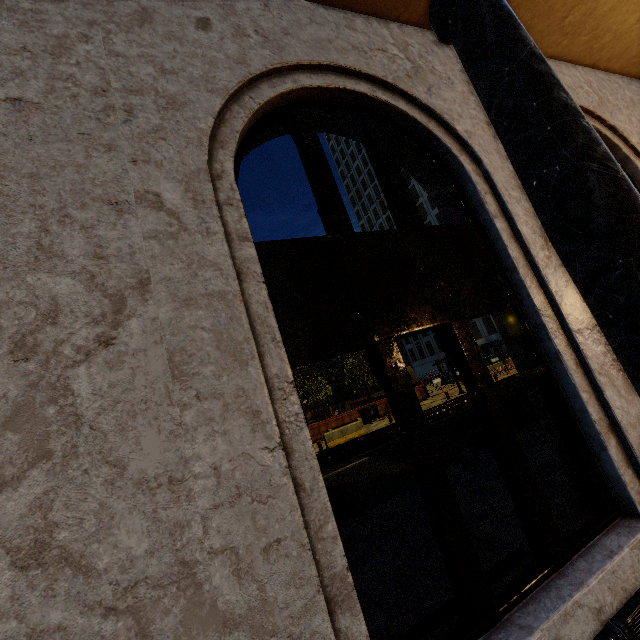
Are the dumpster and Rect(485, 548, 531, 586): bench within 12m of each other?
no

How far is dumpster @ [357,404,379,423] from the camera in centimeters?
2356cm

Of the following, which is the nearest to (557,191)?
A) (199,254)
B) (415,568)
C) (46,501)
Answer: (199,254)

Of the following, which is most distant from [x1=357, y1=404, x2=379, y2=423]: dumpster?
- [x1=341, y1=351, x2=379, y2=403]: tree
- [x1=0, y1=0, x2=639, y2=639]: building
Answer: [x1=0, y1=0, x2=639, y2=639]: building

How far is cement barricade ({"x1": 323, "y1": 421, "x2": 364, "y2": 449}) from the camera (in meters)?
17.97

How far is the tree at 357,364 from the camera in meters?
27.0

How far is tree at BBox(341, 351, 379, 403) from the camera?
27.0 meters

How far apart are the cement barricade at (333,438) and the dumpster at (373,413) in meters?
4.4 m
